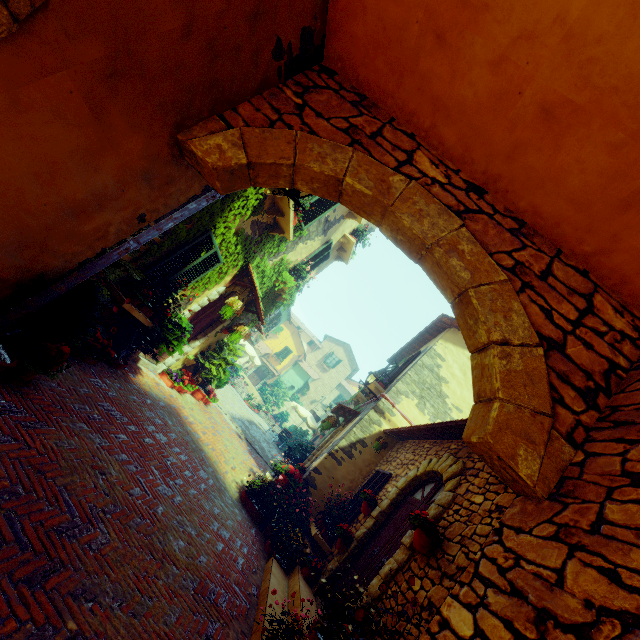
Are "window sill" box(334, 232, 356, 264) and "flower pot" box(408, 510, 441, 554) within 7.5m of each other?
no

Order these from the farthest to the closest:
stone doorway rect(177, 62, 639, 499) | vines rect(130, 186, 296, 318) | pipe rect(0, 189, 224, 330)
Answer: vines rect(130, 186, 296, 318) → pipe rect(0, 189, 224, 330) → stone doorway rect(177, 62, 639, 499)

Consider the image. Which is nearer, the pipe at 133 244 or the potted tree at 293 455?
the pipe at 133 244

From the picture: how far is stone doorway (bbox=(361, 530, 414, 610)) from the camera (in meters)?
4.06

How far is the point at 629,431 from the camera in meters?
2.0 m

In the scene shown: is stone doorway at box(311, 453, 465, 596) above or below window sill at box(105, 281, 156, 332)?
above

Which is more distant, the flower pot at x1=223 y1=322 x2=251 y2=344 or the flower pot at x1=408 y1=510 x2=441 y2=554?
the flower pot at x1=223 y1=322 x2=251 y2=344

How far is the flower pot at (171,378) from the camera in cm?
849
